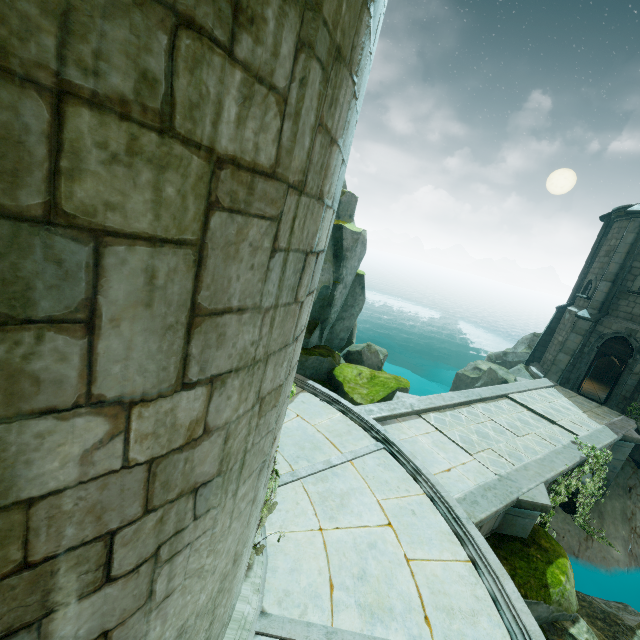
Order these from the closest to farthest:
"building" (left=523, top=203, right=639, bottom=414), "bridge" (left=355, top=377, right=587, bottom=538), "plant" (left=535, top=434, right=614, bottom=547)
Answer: "bridge" (left=355, top=377, right=587, bottom=538)
"plant" (left=535, top=434, right=614, bottom=547)
"building" (left=523, top=203, right=639, bottom=414)

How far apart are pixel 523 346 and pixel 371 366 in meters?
15.9

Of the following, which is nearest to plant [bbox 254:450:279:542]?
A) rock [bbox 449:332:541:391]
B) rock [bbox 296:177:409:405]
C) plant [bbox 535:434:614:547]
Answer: rock [bbox 296:177:409:405]

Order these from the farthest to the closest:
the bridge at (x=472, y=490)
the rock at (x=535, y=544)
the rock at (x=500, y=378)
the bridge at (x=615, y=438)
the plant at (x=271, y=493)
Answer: the rock at (x=500, y=378)
the bridge at (x=615, y=438)
the bridge at (x=472, y=490)
the rock at (x=535, y=544)
the plant at (x=271, y=493)

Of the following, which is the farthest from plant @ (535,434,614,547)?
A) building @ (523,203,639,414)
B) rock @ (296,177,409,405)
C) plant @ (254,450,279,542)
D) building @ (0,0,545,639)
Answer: plant @ (254,450,279,542)

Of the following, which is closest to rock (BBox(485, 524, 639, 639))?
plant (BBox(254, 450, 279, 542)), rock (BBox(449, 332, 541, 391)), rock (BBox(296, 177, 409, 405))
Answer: rock (BBox(296, 177, 409, 405))

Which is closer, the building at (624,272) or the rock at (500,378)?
the building at (624,272)

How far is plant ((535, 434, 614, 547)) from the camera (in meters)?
9.32
